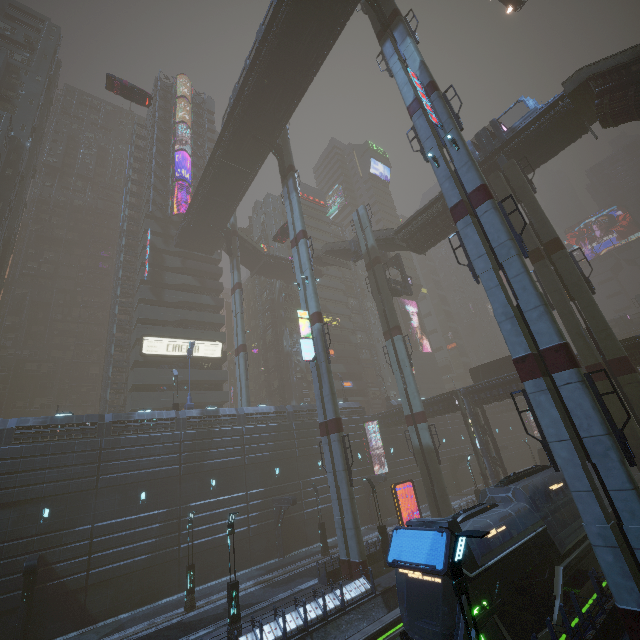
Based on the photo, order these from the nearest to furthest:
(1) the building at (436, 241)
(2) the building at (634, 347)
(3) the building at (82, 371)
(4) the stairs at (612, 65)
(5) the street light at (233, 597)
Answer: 1. (5) the street light at (233, 597)
2. (4) the stairs at (612, 65)
3. (2) the building at (634, 347)
4. (1) the building at (436, 241)
5. (3) the building at (82, 371)

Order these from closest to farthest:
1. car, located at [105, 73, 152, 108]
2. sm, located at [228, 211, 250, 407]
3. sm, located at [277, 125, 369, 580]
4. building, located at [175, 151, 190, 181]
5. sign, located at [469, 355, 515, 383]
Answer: sm, located at [277, 125, 369, 580]
car, located at [105, 73, 152, 108]
sign, located at [469, 355, 515, 383]
sm, located at [228, 211, 250, 407]
building, located at [175, 151, 190, 181]

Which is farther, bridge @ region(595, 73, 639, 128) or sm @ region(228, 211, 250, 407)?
sm @ region(228, 211, 250, 407)

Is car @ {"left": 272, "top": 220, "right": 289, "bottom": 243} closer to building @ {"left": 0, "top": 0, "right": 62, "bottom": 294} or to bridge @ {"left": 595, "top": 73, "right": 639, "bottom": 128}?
building @ {"left": 0, "top": 0, "right": 62, "bottom": 294}

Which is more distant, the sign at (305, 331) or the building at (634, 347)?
the sign at (305, 331)

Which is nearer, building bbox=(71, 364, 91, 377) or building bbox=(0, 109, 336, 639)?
building bbox=(0, 109, 336, 639)

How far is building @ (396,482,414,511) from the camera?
40.7m

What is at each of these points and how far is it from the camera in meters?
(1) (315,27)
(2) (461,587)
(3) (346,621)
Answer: (1) bridge, 27.6
(2) street light, 6.3
(3) train rail, 16.7
